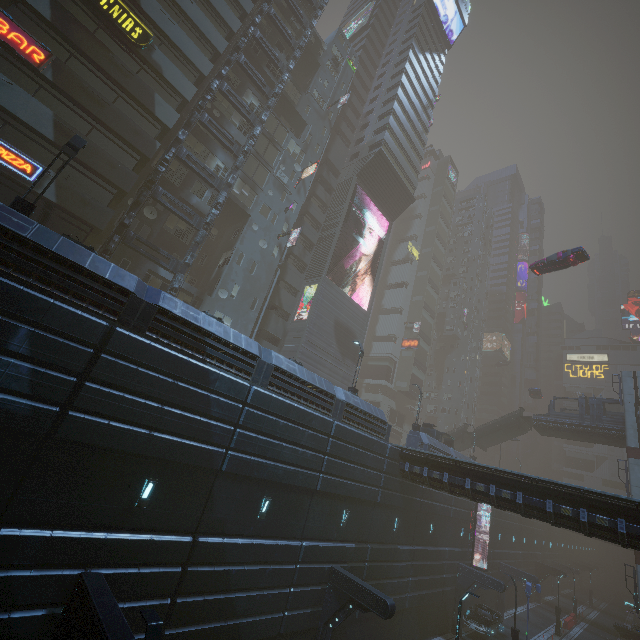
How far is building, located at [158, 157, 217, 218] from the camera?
25.0m

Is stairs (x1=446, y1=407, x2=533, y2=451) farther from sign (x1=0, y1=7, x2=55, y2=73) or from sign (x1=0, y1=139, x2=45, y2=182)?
sign (x1=0, y1=7, x2=55, y2=73)

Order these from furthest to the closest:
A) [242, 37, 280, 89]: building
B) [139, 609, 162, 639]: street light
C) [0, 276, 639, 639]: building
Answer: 1. [242, 37, 280, 89]: building
2. [0, 276, 639, 639]: building
3. [139, 609, 162, 639]: street light

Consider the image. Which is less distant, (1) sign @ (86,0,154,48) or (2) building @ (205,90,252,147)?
(1) sign @ (86,0,154,48)

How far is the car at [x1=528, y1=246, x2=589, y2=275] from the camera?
28.58m

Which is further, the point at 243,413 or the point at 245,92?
the point at 245,92

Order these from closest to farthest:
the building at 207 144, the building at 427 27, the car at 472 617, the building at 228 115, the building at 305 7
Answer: the building at 427 27 → the car at 472 617 → the building at 207 144 → the building at 228 115 → the building at 305 7

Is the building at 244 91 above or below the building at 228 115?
above
